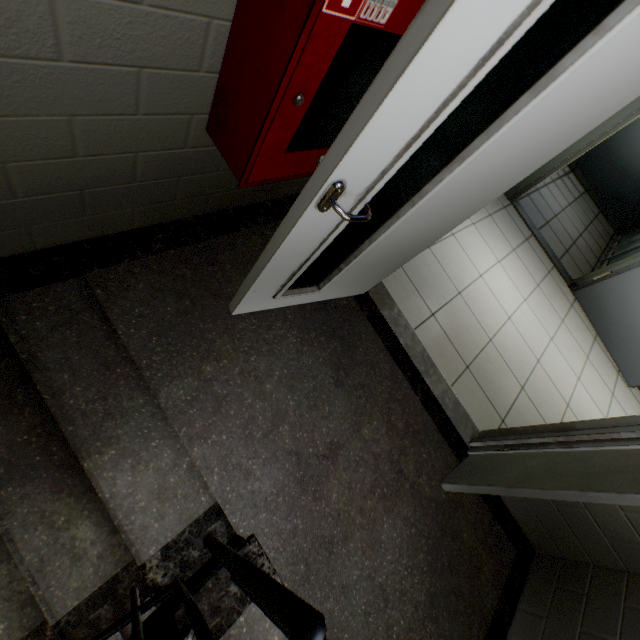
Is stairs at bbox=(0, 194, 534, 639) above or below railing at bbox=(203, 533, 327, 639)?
below

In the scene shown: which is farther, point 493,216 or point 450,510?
point 493,216

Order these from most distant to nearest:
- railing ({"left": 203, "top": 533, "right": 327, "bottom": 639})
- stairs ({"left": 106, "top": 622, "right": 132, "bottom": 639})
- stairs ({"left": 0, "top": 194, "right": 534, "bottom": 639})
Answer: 1. stairs ({"left": 106, "top": 622, "right": 132, "bottom": 639})
2. stairs ({"left": 0, "top": 194, "right": 534, "bottom": 639})
3. railing ({"left": 203, "top": 533, "right": 327, "bottom": 639})

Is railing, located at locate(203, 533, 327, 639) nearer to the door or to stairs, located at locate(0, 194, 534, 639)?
stairs, located at locate(0, 194, 534, 639)

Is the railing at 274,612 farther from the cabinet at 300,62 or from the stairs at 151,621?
the cabinet at 300,62

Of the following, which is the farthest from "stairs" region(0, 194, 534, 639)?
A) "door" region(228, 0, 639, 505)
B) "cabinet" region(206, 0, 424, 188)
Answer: "cabinet" region(206, 0, 424, 188)

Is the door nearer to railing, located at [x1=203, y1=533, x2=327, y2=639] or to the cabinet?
the cabinet
